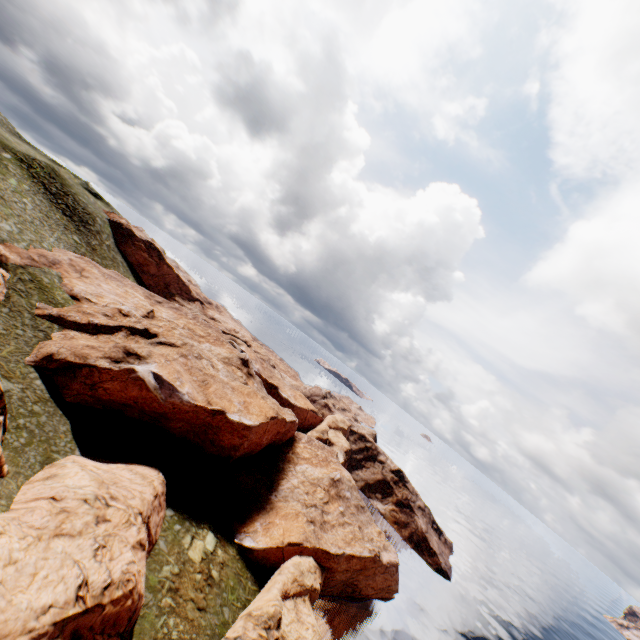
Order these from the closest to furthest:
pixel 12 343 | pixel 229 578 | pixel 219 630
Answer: pixel 219 630
pixel 12 343
pixel 229 578

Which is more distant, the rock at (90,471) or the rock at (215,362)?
the rock at (215,362)

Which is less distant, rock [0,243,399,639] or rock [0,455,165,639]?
rock [0,455,165,639]
